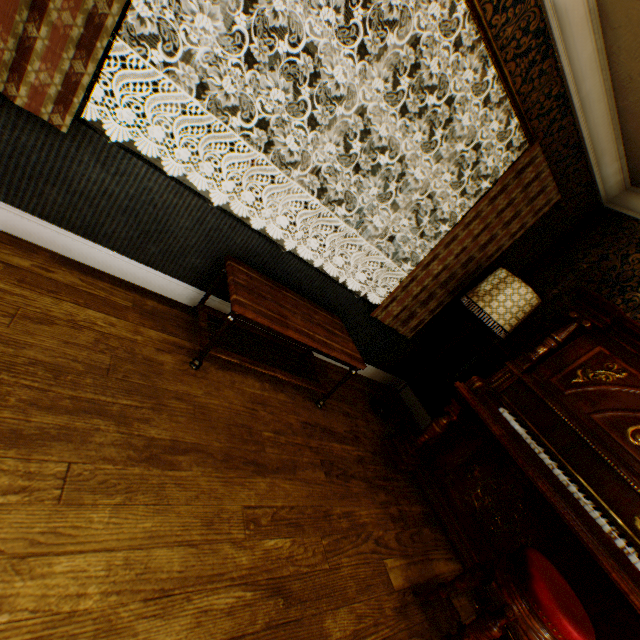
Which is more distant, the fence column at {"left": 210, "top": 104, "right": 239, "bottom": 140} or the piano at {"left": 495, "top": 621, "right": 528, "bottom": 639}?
the fence column at {"left": 210, "top": 104, "right": 239, "bottom": 140}

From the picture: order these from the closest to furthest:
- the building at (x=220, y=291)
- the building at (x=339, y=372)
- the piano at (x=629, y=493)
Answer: →
the piano at (x=629, y=493)
the building at (x=220, y=291)
the building at (x=339, y=372)

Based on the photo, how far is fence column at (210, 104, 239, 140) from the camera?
13.4 meters

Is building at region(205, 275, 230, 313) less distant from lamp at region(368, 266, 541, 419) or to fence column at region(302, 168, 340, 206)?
lamp at region(368, 266, 541, 419)

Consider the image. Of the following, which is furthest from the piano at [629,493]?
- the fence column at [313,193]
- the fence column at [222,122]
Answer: the fence column at [313,193]

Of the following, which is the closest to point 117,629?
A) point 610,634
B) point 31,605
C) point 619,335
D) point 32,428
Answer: point 31,605

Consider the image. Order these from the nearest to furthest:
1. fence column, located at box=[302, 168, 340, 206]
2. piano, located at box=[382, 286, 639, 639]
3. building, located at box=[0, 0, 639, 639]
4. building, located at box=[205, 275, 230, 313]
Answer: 1. building, located at box=[0, 0, 639, 639]
2. piano, located at box=[382, 286, 639, 639]
3. building, located at box=[205, 275, 230, 313]
4. fence column, located at box=[302, 168, 340, 206]
